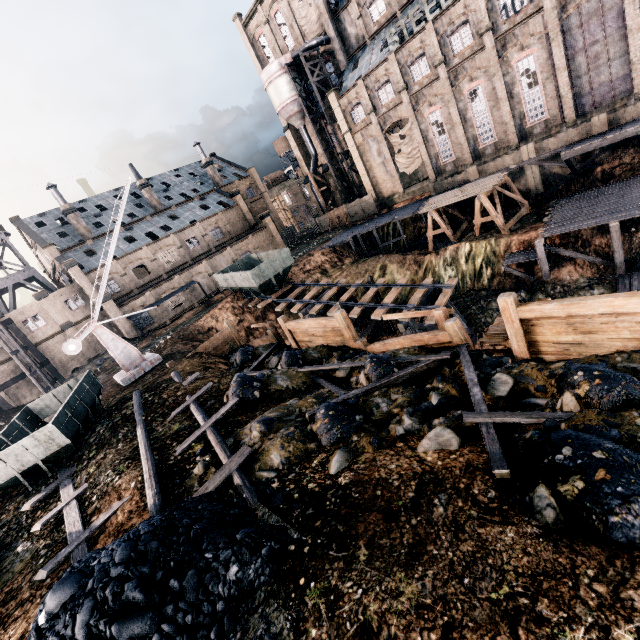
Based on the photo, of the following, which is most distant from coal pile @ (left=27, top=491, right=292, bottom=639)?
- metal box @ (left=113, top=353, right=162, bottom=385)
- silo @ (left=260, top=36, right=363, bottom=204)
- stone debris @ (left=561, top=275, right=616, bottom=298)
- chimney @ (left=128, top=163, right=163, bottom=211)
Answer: chimney @ (left=128, top=163, right=163, bottom=211)

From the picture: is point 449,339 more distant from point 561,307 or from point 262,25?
point 262,25

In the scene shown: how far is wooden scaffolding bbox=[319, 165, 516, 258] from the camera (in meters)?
34.71

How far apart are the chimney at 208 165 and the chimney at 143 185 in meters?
10.8

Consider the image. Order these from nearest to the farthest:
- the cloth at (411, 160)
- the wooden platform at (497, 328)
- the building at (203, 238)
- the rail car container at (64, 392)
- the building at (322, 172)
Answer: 1. the wooden platform at (497, 328)
2. the rail car container at (64, 392)
3. the cloth at (411, 160)
4. the building at (203, 238)
5. the building at (322, 172)

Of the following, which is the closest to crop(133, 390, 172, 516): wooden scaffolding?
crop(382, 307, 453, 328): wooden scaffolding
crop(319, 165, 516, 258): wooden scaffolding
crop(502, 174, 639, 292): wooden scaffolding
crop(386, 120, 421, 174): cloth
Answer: crop(382, 307, 453, 328): wooden scaffolding

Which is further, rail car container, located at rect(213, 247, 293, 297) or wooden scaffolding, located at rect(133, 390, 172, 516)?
rail car container, located at rect(213, 247, 293, 297)

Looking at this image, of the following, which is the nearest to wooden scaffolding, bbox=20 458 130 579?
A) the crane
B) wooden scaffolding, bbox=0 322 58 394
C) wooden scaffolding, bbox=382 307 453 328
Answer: the crane
